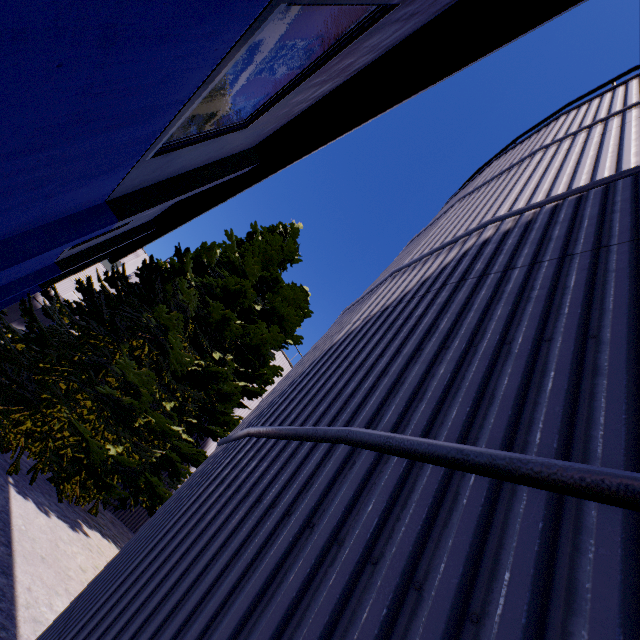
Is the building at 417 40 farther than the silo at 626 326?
Yes

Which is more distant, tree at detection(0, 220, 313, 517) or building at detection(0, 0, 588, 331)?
tree at detection(0, 220, 313, 517)

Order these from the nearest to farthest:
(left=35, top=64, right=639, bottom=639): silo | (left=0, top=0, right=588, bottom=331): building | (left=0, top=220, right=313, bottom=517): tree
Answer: (left=35, top=64, right=639, bottom=639): silo → (left=0, top=0, right=588, bottom=331): building → (left=0, top=220, right=313, bottom=517): tree

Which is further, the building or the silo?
the building

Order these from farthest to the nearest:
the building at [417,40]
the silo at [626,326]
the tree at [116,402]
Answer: the tree at [116,402] → the building at [417,40] → the silo at [626,326]

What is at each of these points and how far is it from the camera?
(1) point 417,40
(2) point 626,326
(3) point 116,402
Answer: (1) building, 6.4m
(2) silo, 1.5m
(3) tree, 8.9m

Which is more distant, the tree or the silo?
the tree
